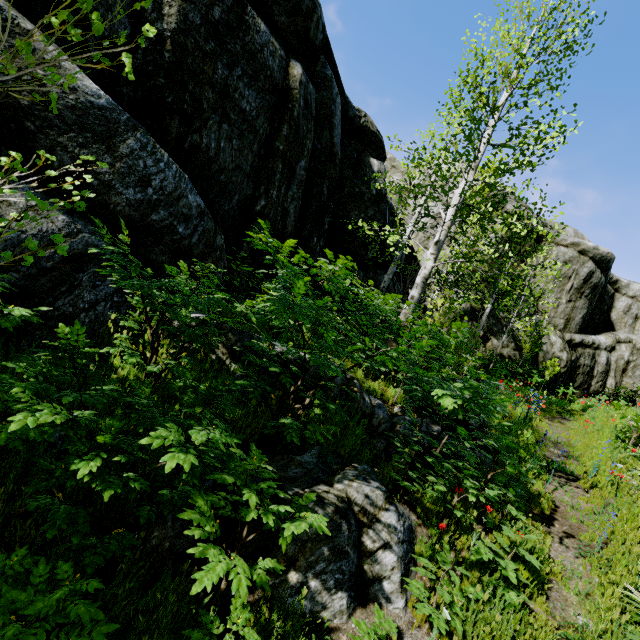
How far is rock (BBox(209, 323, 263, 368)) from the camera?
4.3 meters

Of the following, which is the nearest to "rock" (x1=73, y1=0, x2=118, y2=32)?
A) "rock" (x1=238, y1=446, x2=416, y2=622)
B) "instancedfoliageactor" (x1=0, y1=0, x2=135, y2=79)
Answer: "instancedfoliageactor" (x1=0, y1=0, x2=135, y2=79)

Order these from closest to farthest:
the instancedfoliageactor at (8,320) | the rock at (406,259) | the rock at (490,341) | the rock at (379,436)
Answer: the instancedfoliageactor at (8,320) < the rock at (379,436) < the rock at (406,259) < the rock at (490,341)

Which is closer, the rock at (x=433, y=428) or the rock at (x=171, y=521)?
the rock at (x=171, y=521)

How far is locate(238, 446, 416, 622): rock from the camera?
2.8 meters

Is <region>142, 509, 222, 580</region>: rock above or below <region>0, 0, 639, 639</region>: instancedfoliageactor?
below

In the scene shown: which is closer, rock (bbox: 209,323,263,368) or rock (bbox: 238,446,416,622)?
rock (bbox: 238,446,416,622)

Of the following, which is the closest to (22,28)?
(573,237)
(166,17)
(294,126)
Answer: (166,17)
